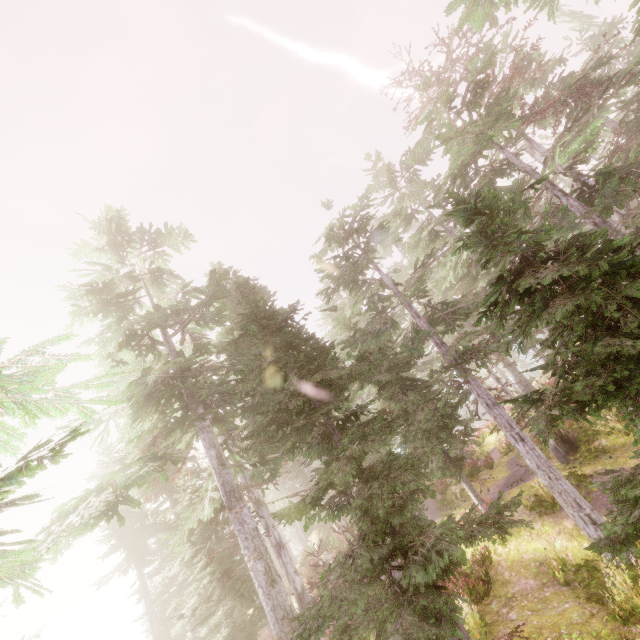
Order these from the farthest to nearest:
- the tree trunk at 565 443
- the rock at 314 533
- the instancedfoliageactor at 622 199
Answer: the rock at 314 533
the tree trunk at 565 443
the instancedfoliageactor at 622 199

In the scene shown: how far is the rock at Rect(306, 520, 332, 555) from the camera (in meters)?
28.11

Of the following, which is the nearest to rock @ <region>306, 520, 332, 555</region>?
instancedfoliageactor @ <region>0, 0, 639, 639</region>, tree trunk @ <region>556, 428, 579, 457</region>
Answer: instancedfoliageactor @ <region>0, 0, 639, 639</region>

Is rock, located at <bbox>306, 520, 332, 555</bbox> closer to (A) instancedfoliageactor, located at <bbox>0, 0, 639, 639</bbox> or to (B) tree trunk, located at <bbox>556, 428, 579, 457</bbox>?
(A) instancedfoliageactor, located at <bbox>0, 0, 639, 639</bbox>

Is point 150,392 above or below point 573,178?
above

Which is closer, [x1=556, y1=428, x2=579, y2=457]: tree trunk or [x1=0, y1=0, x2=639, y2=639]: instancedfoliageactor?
[x1=0, y1=0, x2=639, y2=639]: instancedfoliageactor

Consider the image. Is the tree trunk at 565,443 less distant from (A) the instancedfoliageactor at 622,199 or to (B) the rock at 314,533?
(A) the instancedfoliageactor at 622,199

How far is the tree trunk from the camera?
15.98m
